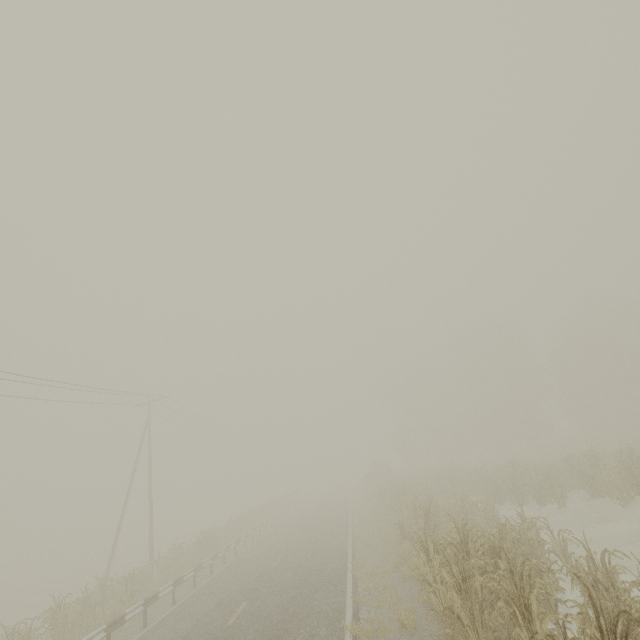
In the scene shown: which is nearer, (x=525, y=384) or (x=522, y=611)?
(x=522, y=611)

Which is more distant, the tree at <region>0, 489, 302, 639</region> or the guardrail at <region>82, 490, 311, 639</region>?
the tree at <region>0, 489, 302, 639</region>

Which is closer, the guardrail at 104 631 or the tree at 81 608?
the guardrail at 104 631
